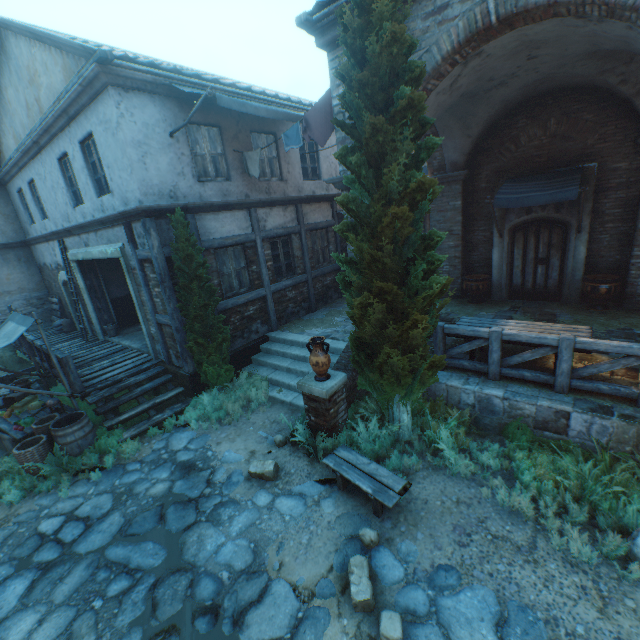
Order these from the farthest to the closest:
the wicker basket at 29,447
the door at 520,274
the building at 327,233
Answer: the building at 327,233 < the door at 520,274 < the wicker basket at 29,447

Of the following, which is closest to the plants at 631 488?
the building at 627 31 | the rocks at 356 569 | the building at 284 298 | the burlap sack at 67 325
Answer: the rocks at 356 569

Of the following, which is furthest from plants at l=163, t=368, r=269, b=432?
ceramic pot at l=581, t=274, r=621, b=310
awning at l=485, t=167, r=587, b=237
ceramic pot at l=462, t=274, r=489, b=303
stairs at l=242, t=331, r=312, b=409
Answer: ceramic pot at l=581, t=274, r=621, b=310

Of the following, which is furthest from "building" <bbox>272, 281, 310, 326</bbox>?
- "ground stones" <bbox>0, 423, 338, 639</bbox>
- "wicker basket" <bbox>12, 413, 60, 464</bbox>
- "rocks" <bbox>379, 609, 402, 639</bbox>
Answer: "rocks" <bbox>379, 609, 402, 639</bbox>

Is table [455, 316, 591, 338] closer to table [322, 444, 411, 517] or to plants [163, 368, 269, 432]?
table [322, 444, 411, 517]

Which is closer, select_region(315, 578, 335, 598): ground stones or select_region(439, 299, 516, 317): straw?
select_region(315, 578, 335, 598): ground stones

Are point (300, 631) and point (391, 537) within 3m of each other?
yes

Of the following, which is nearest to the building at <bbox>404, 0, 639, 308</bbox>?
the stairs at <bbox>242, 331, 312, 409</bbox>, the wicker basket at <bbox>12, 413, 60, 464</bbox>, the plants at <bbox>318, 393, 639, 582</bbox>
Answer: the stairs at <bbox>242, 331, 312, 409</bbox>
